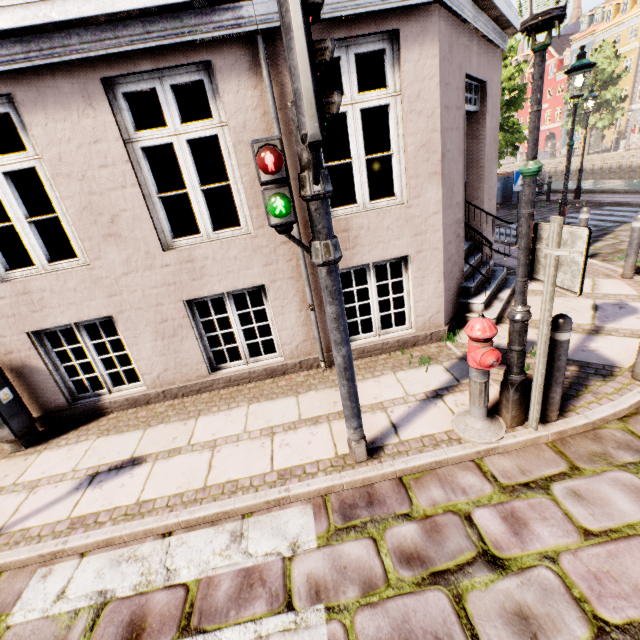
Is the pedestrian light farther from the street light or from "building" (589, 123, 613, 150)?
"building" (589, 123, 613, 150)

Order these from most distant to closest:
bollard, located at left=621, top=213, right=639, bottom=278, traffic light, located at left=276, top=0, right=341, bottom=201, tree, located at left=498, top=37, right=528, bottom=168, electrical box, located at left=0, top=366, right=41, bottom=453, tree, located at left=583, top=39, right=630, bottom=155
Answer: tree, located at left=583, top=39, right=630, bottom=155 → tree, located at left=498, top=37, right=528, bottom=168 → bollard, located at left=621, top=213, right=639, bottom=278 → electrical box, located at left=0, top=366, right=41, bottom=453 → traffic light, located at left=276, top=0, right=341, bottom=201

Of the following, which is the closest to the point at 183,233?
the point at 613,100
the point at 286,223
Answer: the point at 286,223

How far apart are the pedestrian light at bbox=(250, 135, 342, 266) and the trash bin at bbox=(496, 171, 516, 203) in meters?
16.9

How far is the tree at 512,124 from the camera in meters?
17.0 m

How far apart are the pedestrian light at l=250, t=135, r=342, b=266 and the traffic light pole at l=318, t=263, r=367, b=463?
0.0 meters

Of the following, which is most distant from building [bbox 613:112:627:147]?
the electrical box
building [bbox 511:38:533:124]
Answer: the electrical box

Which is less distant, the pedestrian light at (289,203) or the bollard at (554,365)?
the pedestrian light at (289,203)
